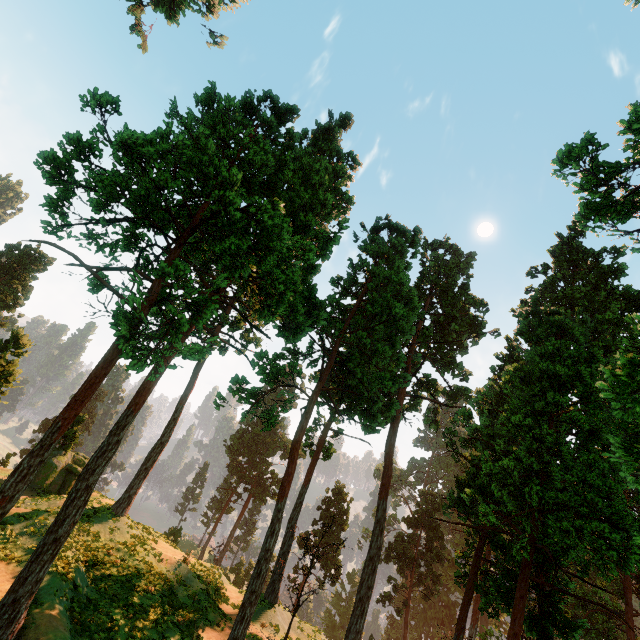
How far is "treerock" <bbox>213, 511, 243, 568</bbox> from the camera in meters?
54.2 m

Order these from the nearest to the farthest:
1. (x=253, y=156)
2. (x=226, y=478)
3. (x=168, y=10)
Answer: (x=253, y=156) < (x=168, y=10) < (x=226, y=478)

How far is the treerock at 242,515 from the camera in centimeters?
5422cm

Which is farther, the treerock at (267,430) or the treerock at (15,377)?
the treerock at (15,377)

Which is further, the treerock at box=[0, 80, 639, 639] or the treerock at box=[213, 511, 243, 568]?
the treerock at box=[213, 511, 243, 568]

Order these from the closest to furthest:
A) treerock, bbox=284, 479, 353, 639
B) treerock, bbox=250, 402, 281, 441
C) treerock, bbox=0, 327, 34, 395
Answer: treerock, bbox=250, 402, 281, 441 → treerock, bbox=284, 479, 353, 639 → treerock, bbox=0, 327, 34, 395
